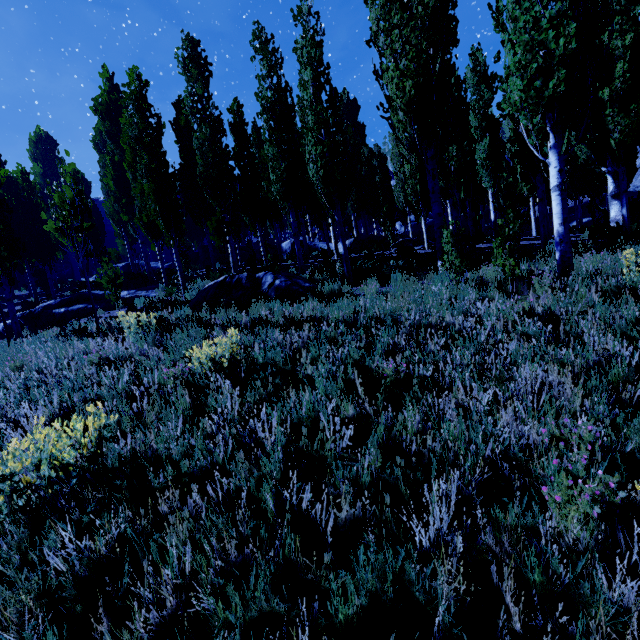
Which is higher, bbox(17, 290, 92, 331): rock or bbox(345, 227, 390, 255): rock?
bbox(345, 227, 390, 255): rock

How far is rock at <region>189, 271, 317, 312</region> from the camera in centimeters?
930cm

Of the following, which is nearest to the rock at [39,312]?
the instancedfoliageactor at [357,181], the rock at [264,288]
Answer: the instancedfoliageactor at [357,181]

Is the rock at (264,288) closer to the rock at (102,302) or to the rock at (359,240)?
the rock at (102,302)

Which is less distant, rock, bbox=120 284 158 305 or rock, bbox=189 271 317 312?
rock, bbox=189 271 317 312

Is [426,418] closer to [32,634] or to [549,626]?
[549,626]

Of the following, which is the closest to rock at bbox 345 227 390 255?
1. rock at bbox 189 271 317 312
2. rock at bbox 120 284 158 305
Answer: rock at bbox 189 271 317 312

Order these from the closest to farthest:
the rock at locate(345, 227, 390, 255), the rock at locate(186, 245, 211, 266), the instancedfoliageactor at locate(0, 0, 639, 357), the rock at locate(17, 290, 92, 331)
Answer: the instancedfoliageactor at locate(0, 0, 639, 357)
the rock at locate(17, 290, 92, 331)
the rock at locate(345, 227, 390, 255)
the rock at locate(186, 245, 211, 266)
